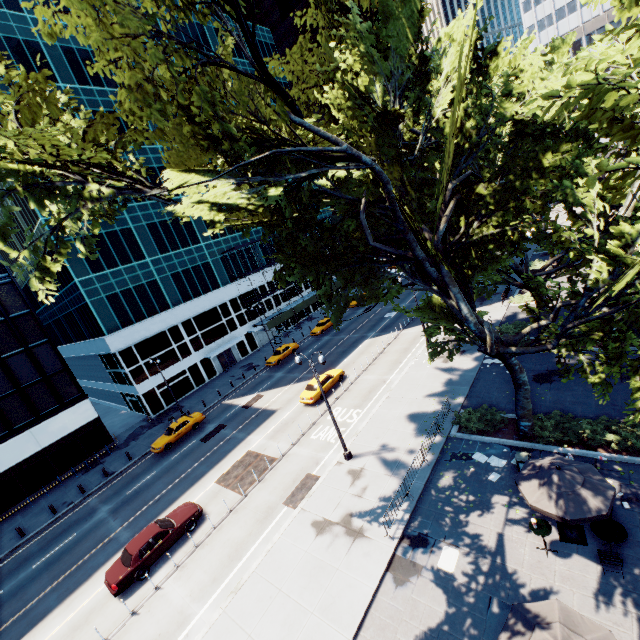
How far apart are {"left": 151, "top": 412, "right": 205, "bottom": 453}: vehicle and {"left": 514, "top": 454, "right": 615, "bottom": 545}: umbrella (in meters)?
27.83

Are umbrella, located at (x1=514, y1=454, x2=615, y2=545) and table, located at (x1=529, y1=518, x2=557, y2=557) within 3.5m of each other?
yes

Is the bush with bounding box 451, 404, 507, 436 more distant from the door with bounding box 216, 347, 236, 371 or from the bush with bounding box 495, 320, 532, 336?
the door with bounding box 216, 347, 236, 371

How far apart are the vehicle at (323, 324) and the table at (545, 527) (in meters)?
35.46

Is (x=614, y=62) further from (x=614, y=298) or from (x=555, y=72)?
(x=614, y=298)

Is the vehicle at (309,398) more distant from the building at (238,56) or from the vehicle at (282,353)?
the building at (238,56)

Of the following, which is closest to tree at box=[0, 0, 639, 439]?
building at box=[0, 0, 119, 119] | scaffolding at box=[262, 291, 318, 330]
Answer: scaffolding at box=[262, 291, 318, 330]

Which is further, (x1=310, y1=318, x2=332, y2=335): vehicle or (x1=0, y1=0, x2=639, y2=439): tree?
(x1=310, y1=318, x2=332, y2=335): vehicle
